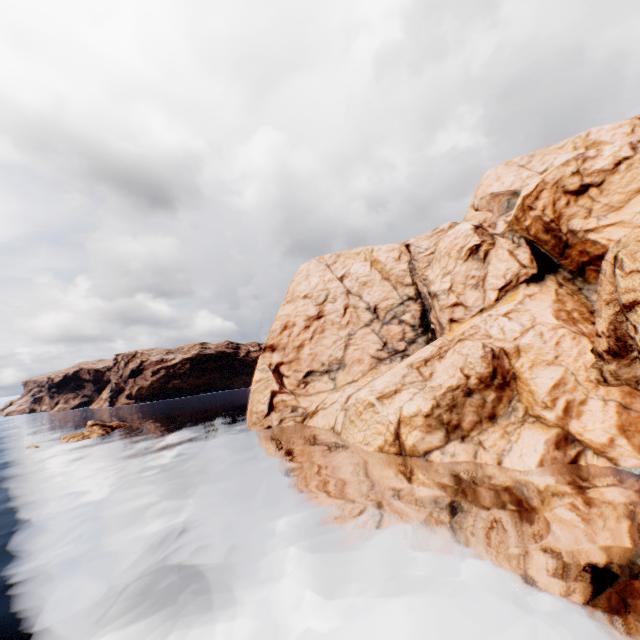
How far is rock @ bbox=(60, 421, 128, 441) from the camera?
48.7 meters

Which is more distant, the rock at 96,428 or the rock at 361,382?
the rock at 96,428

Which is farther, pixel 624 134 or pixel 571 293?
pixel 624 134

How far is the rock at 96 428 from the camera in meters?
48.7 m

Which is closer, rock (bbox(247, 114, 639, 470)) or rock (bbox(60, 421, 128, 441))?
rock (bbox(247, 114, 639, 470))
